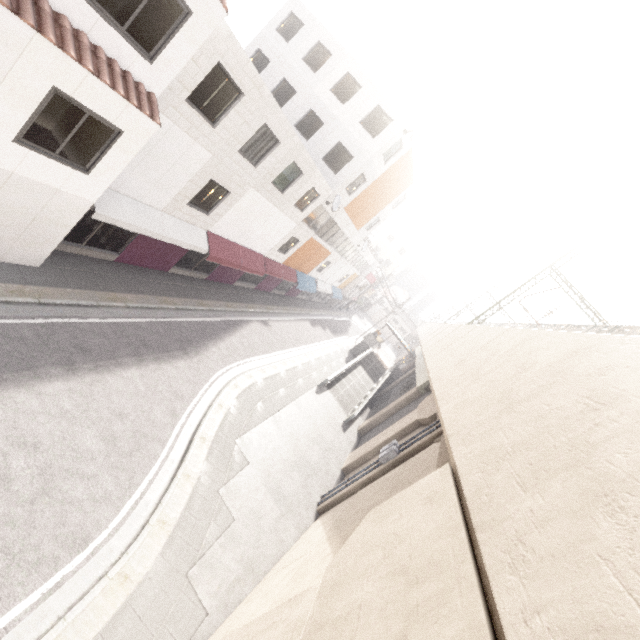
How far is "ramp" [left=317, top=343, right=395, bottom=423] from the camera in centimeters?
2359cm

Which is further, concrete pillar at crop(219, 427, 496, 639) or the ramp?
the ramp

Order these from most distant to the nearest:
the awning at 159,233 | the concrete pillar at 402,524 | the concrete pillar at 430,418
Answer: the concrete pillar at 430,418 < the awning at 159,233 < the concrete pillar at 402,524

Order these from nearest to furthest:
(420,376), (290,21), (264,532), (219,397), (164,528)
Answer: (164,528)
(264,532)
(219,397)
(290,21)
(420,376)

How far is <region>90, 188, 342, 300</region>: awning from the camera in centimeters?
1053cm

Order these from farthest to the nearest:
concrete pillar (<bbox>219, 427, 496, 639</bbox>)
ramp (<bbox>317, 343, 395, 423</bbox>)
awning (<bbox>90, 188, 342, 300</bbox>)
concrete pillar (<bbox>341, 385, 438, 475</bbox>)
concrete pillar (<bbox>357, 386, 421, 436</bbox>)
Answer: ramp (<bbox>317, 343, 395, 423</bbox>), concrete pillar (<bbox>357, 386, 421, 436</bbox>), concrete pillar (<bbox>341, 385, 438, 475</bbox>), awning (<bbox>90, 188, 342, 300</bbox>), concrete pillar (<bbox>219, 427, 496, 639</bbox>)

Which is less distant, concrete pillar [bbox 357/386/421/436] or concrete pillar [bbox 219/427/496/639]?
concrete pillar [bbox 219/427/496/639]

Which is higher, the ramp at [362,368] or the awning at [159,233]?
the awning at [159,233]
